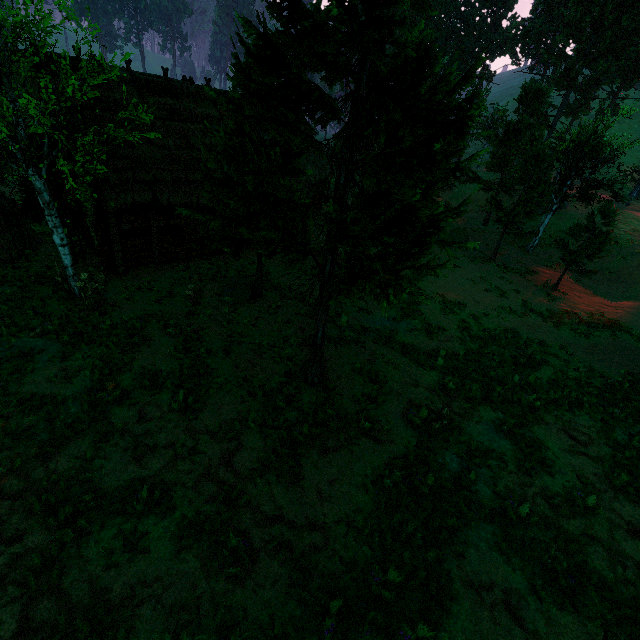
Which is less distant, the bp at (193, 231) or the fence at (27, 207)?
the bp at (193, 231)

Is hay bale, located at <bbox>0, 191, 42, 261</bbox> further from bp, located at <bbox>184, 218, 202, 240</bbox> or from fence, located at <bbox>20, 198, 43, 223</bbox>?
bp, located at <bbox>184, 218, 202, 240</bbox>

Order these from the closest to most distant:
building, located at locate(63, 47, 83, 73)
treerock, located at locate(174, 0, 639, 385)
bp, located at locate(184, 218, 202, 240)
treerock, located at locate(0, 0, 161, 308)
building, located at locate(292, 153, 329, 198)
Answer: treerock, located at locate(174, 0, 639, 385)
treerock, located at locate(0, 0, 161, 308)
building, located at locate(63, 47, 83, 73)
bp, located at locate(184, 218, 202, 240)
building, located at locate(292, 153, 329, 198)

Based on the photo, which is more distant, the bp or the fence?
the fence

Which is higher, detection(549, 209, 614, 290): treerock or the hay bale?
detection(549, 209, 614, 290): treerock

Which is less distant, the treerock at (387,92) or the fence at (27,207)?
the treerock at (387,92)

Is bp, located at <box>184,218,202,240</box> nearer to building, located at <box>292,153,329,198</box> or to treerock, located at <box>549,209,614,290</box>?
building, located at <box>292,153,329,198</box>

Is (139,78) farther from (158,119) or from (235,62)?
(235,62)
